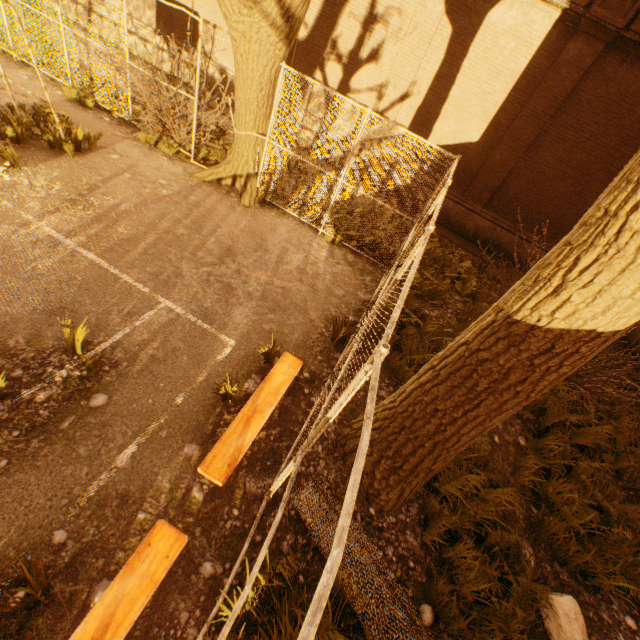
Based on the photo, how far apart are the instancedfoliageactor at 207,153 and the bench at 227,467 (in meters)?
7.45

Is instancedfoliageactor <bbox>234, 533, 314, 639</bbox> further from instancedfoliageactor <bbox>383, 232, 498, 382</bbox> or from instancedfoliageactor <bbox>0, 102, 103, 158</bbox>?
instancedfoliageactor <bbox>0, 102, 103, 158</bbox>

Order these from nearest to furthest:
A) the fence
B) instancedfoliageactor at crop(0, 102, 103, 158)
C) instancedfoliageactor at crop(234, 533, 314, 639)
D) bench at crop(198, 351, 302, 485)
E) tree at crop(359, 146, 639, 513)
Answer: the fence < tree at crop(359, 146, 639, 513) < instancedfoliageactor at crop(234, 533, 314, 639) < bench at crop(198, 351, 302, 485) < instancedfoliageactor at crop(0, 102, 103, 158)

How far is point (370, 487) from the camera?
4.09m

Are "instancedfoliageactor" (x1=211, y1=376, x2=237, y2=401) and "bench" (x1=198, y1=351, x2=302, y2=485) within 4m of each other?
yes

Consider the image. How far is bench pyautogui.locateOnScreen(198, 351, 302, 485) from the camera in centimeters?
344cm

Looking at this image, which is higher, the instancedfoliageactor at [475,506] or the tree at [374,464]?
the tree at [374,464]

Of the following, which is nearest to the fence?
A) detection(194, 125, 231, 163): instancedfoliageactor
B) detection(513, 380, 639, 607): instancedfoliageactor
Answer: detection(194, 125, 231, 163): instancedfoliageactor
